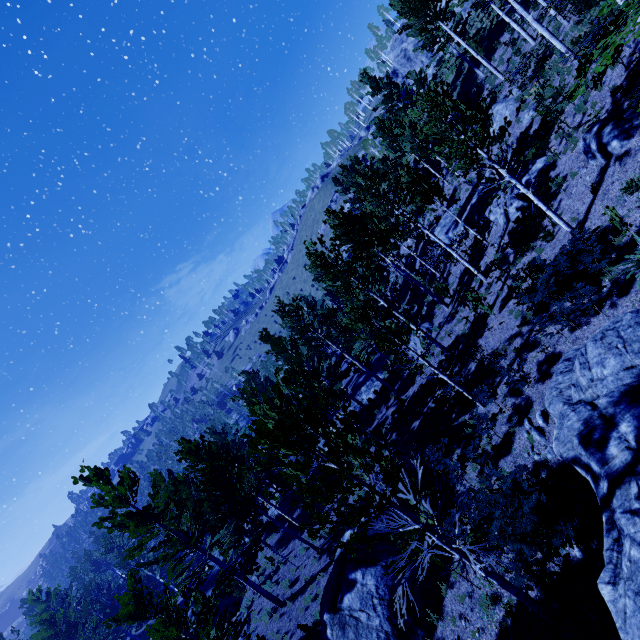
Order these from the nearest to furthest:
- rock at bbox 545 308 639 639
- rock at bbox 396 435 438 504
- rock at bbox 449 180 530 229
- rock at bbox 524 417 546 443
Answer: rock at bbox 545 308 639 639
rock at bbox 524 417 546 443
rock at bbox 396 435 438 504
rock at bbox 449 180 530 229

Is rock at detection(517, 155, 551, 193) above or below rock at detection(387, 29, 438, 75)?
below

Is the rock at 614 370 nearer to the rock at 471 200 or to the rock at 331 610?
the rock at 471 200

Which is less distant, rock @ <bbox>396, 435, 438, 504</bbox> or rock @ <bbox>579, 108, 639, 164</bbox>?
rock @ <bbox>579, 108, 639, 164</bbox>

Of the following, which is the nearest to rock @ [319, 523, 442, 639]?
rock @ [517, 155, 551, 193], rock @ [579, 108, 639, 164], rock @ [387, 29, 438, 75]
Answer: rock @ [517, 155, 551, 193]

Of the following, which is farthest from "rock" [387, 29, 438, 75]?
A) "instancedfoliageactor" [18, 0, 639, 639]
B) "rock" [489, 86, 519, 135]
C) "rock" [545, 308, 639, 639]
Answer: "rock" [545, 308, 639, 639]

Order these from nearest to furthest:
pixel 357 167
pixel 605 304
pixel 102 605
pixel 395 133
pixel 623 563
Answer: pixel 623 563 → pixel 605 304 → pixel 395 133 → pixel 102 605 → pixel 357 167

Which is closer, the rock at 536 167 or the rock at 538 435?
the rock at 538 435
